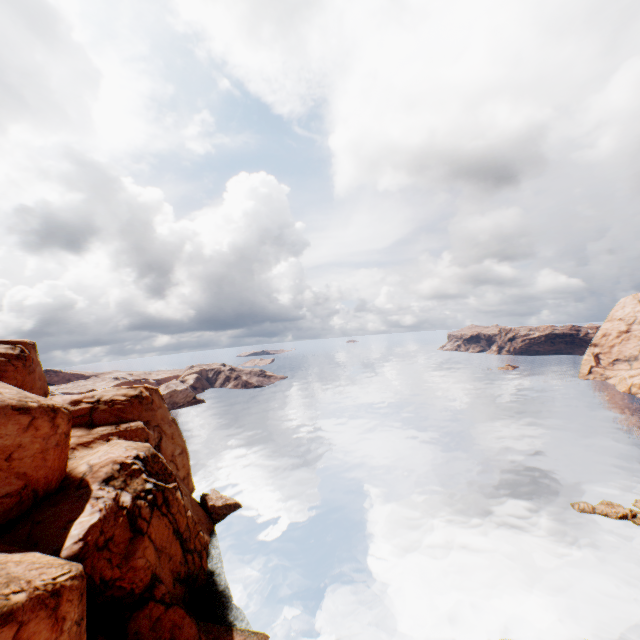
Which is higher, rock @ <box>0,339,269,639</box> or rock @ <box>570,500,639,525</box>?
rock @ <box>0,339,269,639</box>

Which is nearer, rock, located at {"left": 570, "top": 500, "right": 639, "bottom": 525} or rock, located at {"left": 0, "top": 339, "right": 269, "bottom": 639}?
rock, located at {"left": 0, "top": 339, "right": 269, "bottom": 639}

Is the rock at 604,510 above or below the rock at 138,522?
below

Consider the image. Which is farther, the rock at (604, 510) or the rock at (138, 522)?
the rock at (604, 510)

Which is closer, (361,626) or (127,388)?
(361,626)
